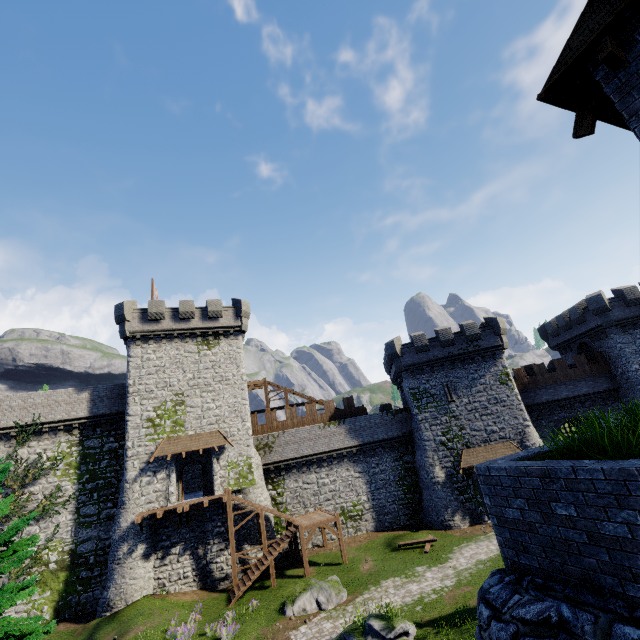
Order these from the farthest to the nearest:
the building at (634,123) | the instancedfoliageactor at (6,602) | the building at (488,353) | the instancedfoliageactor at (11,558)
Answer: the building at (488,353) < the instancedfoliageactor at (11,558) < the instancedfoliageactor at (6,602) < the building at (634,123)

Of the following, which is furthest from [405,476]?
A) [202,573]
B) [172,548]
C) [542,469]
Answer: [542,469]

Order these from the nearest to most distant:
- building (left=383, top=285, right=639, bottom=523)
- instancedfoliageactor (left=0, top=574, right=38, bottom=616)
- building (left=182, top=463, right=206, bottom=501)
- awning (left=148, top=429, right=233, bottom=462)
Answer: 1. instancedfoliageactor (left=0, top=574, right=38, bottom=616)
2. awning (left=148, top=429, right=233, bottom=462)
3. building (left=182, top=463, right=206, bottom=501)
4. building (left=383, top=285, right=639, bottom=523)

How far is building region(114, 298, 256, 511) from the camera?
25.30m

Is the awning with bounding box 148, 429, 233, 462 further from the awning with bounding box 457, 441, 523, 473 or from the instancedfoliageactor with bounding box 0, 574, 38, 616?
the awning with bounding box 457, 441, 523, 473

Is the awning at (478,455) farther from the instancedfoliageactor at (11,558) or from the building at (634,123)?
the instancedfoliageactor at (11,558)

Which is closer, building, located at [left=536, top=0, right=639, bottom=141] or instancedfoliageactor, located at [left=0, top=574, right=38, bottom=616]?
building, located at [left=536, top=0, right=639, bottom=141]

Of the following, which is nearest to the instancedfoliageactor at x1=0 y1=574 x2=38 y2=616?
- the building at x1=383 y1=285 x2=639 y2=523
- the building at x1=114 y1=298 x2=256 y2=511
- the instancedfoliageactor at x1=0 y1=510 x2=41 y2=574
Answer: the instancedfoliageactor at x1=0 y1=510 x2=41 y2=574
